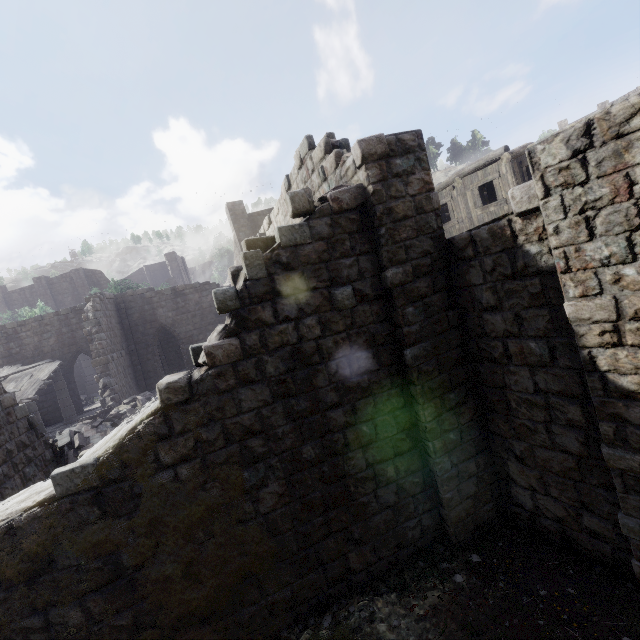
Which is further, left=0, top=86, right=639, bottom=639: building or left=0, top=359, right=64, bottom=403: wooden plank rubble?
left=0, top=359, right=64, bottom=403: wooden plank rubble

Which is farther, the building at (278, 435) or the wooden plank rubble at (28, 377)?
the wooden plank rubble at (28, 377)

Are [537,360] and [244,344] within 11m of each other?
Answer: yes
